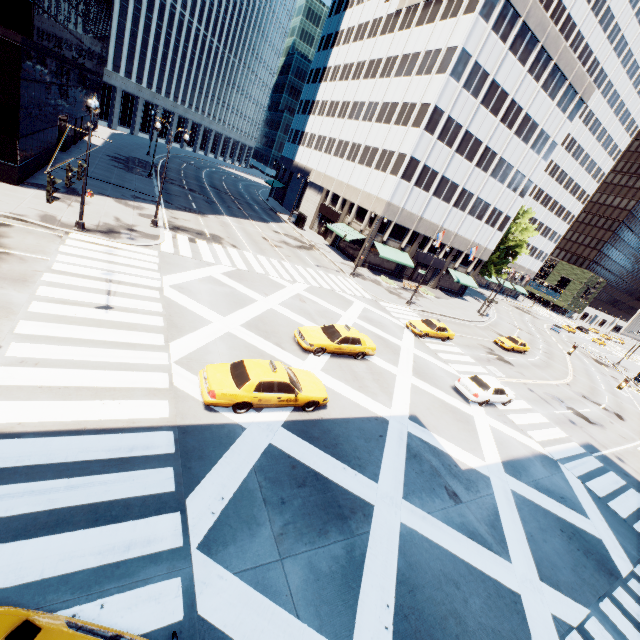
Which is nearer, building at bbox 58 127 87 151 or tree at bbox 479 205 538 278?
building at bbox 58 127 87 151

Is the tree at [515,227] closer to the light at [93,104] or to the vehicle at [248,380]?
the vehicle at [248,380]

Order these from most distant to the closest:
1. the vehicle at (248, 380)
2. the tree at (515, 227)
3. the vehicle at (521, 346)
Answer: the tree at (515, 227), the vehicle at (521, 346), the vehicle at (248, 380)

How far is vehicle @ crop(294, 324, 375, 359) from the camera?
17.4m

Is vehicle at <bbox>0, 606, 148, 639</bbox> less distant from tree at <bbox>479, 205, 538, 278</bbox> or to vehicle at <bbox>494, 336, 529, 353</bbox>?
tree at <bbox>479, 205, 538, 278</bbox>

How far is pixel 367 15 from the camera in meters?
49.0

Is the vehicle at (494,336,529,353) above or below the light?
below

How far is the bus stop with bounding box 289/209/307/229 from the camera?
50.06m
